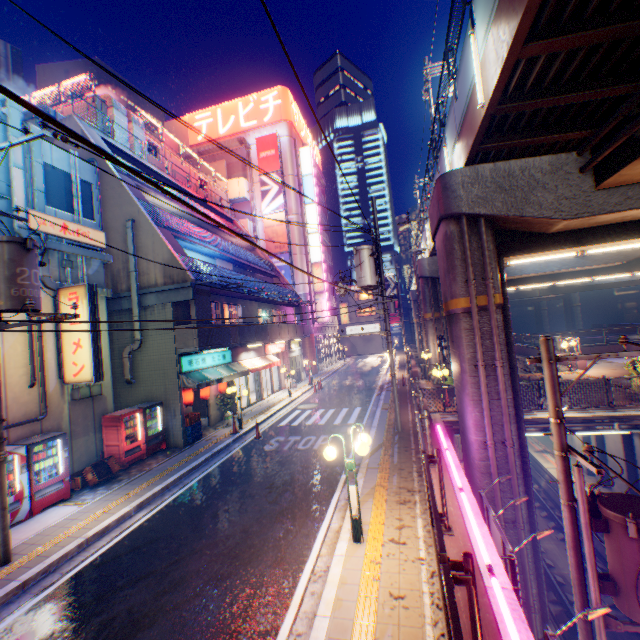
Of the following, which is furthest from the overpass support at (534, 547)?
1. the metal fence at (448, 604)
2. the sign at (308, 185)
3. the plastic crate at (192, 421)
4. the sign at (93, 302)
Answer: the sign at (93, 302)

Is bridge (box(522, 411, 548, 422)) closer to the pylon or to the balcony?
the balcony

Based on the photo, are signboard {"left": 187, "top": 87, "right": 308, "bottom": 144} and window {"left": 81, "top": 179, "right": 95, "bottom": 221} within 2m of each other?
no

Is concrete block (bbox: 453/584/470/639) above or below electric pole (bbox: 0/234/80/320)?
below

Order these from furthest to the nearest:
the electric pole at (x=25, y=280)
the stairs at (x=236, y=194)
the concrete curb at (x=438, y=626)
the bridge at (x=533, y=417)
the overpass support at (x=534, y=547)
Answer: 1. the stairs at (x=236, y=194)
2. the bridge at (x=533, y=417)
3. the overpass support at (x=534, y=547)
4. the electric pole at (x=25, y=280)
5. the concrete curb at (x=438, y=626)

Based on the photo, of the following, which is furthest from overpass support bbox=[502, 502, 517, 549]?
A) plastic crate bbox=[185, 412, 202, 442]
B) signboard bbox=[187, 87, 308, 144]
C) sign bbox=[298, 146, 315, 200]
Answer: signboard bbox=[187, 87, 308, 144]

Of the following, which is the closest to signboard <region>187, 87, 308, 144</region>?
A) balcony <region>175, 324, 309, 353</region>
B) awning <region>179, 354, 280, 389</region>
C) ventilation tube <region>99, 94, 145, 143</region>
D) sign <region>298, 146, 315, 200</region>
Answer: sign <region>298, 146, 315, 200</region>

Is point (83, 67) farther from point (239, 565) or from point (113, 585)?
point (239, 565)
